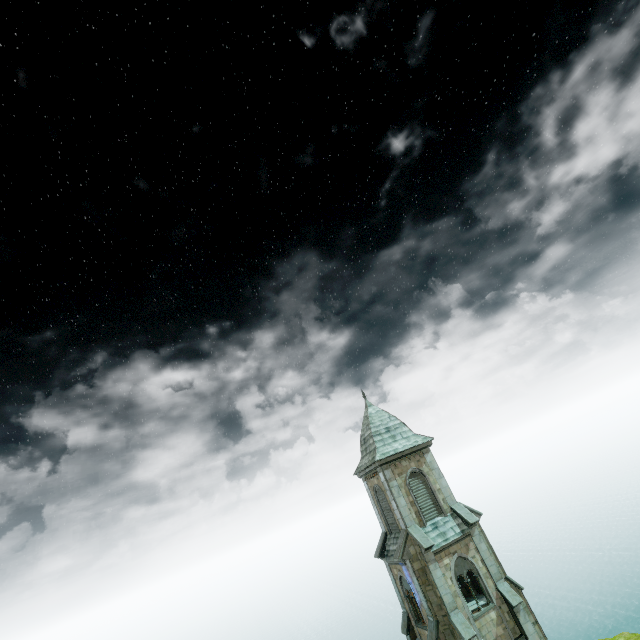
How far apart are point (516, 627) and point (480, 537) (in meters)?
4.93
